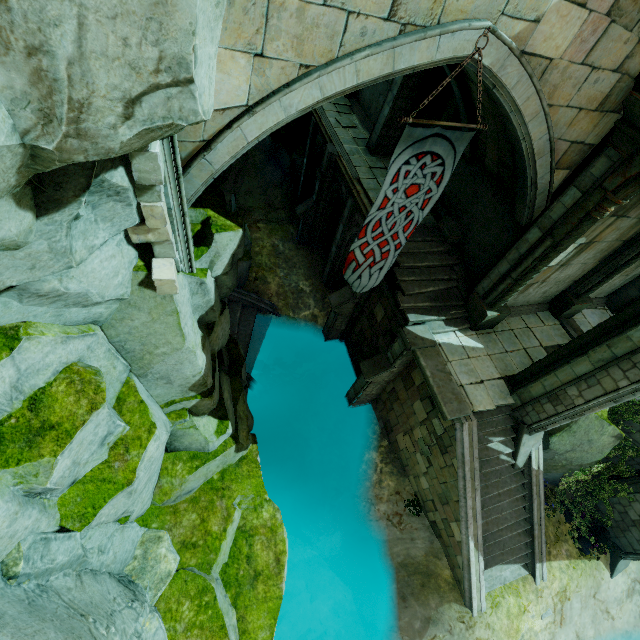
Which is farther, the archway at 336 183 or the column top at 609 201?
the archway at 336 183

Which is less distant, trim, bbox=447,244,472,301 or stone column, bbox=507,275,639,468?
stone column, bbox=507,275,639,468

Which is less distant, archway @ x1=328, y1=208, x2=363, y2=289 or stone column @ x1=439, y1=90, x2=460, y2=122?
stone column @ x1=439, y1=90, x2=460, y2=122

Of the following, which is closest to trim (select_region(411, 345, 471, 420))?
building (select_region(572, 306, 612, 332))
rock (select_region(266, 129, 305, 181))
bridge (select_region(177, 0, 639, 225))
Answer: bridge (select_region(177, 0, 639, 225))

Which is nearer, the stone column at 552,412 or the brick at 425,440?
the stone column at 552,412

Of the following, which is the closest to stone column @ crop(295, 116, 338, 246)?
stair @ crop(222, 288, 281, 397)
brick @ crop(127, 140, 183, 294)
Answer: stair @ crop(222, 288, 281, 397)

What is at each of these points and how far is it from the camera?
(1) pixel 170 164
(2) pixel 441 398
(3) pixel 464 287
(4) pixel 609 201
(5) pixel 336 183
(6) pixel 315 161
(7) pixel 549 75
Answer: (1) stone column, 4.86m
(2) trim, 9.20m
(3) trim, 11.30m
(4) column top, 7.12m
(5) archway, 14.18m
(6) archway, 17.00m
(7) bridge, 5.79m

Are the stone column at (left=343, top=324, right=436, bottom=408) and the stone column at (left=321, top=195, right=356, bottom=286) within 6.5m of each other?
yes
